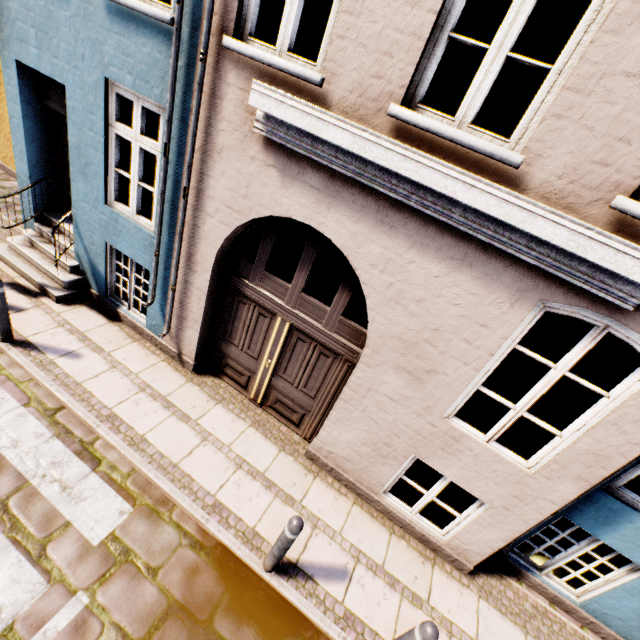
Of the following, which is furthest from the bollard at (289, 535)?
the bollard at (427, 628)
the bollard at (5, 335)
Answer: the bollard at (5, 335)

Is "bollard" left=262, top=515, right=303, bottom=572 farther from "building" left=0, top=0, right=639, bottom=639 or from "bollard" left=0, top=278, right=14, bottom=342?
"bollard" left=0, top=278, right=14, bottom=342

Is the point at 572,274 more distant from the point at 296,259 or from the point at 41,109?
the point at 41,109

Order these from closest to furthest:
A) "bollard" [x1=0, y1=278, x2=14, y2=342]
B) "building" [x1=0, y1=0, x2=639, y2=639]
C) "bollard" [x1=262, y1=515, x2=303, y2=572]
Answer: "building" [x1=0, y1=0, x2=639, y2=639] < "bollard" [x1=262, y1=515, x2=303, y2=572] < "bollard" [x1=0, y1=278, x2=14, y2=342]

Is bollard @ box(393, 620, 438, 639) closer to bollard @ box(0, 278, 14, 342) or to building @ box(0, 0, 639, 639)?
building @ box(0, 0, 639, 639)

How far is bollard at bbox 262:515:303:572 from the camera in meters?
3.2 m

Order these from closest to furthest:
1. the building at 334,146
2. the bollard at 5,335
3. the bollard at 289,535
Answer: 1. the building at 334,146
2. the bollard at 289,535
3. the bollard at 5,335

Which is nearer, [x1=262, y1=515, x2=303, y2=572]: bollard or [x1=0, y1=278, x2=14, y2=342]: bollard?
[x1=262, y1=515, x2=303, y2=572]: bollard
